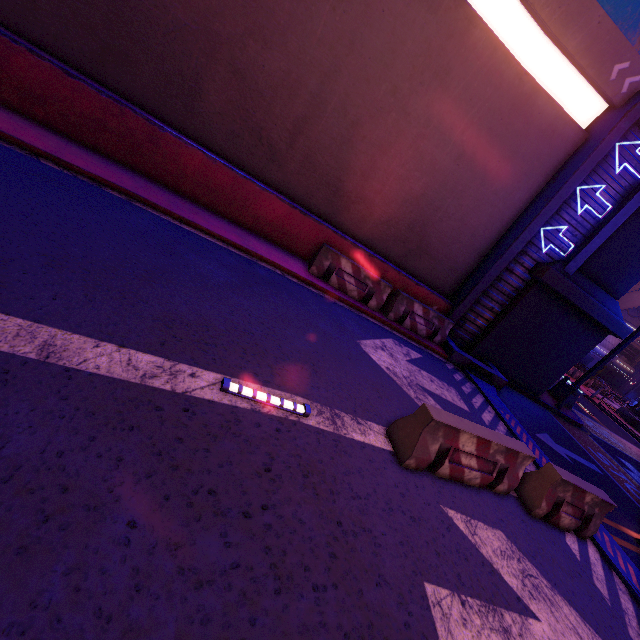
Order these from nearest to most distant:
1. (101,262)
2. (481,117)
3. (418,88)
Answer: (101,262) < (418,88) < (481,117)

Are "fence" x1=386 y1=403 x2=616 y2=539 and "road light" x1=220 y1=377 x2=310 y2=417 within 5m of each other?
yes

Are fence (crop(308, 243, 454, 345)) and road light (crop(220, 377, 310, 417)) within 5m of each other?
no

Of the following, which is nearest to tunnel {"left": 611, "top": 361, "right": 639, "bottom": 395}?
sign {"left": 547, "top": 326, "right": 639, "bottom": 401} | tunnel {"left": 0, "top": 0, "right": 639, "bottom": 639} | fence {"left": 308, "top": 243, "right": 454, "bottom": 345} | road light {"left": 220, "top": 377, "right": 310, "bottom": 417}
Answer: sign {"left": 547, "top": 326, "right": 639, "bottom": 401}

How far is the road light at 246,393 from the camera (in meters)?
3.73

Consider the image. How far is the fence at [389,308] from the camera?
9.2m

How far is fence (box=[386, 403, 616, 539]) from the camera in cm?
446

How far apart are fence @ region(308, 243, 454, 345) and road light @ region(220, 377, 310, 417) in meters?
5.5 m
